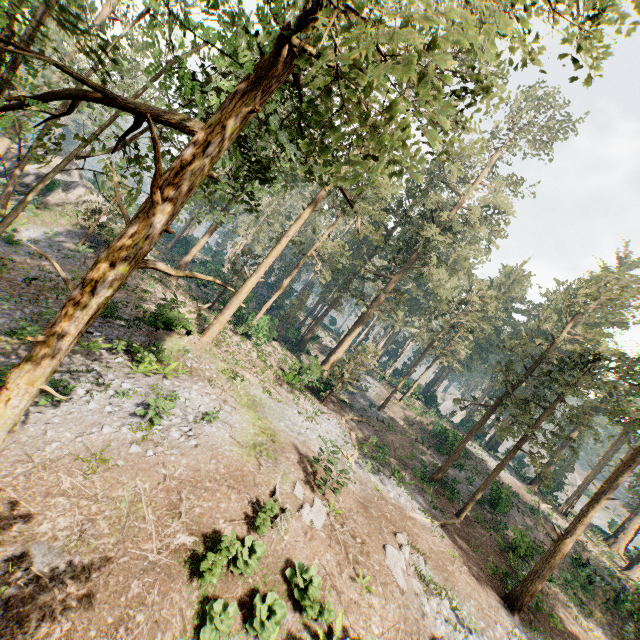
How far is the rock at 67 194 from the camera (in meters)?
30.59

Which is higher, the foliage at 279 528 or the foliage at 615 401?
the foliage at 615 401

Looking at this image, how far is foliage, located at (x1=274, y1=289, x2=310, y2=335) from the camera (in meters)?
44.16

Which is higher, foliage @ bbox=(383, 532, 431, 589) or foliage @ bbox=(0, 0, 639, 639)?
foliage @ bbox=(0, 0, 639, 639)

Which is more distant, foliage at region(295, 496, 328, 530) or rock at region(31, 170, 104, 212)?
rock at region(31, 170, 104, 212)

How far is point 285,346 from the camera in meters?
41.8

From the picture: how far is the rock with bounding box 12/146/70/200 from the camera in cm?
Answer: 3009
